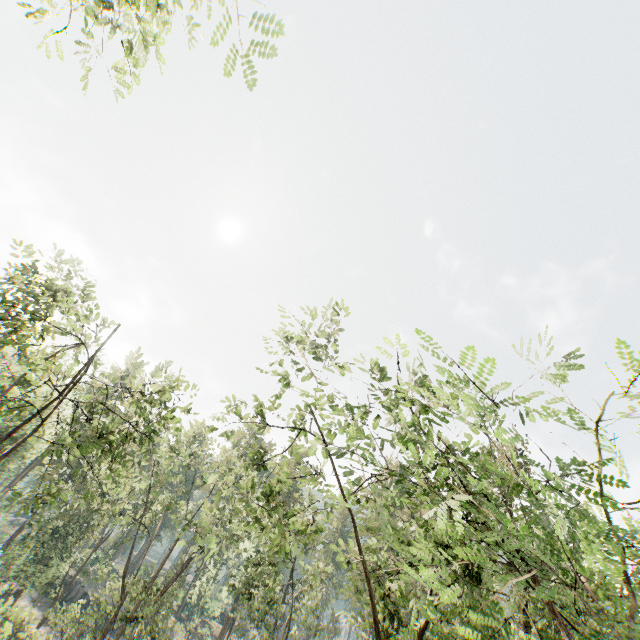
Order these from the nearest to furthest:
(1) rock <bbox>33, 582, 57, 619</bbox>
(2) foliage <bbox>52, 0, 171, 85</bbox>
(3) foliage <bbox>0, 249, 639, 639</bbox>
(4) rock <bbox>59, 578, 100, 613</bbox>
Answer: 1. (3) foliage <bbox>0, 249, 639, 639</bbox>
2. (2) foliage <bbox>52, 0, 171, 85</bbox>
3. (1) rock <bbox>33, 582, 57, 619</bbox>
4. (4) rock <bbox>59, 578, 100, 613</bbox>

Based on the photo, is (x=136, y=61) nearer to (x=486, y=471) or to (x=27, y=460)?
(x=486, y=471)

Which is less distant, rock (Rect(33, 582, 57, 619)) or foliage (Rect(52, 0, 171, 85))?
foliage (Rect(52, 0, 171, 85))

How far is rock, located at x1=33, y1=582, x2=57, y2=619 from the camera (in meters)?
40.69

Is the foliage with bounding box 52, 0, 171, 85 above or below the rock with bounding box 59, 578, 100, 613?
above

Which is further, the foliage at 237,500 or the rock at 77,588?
the rock at 77,588
